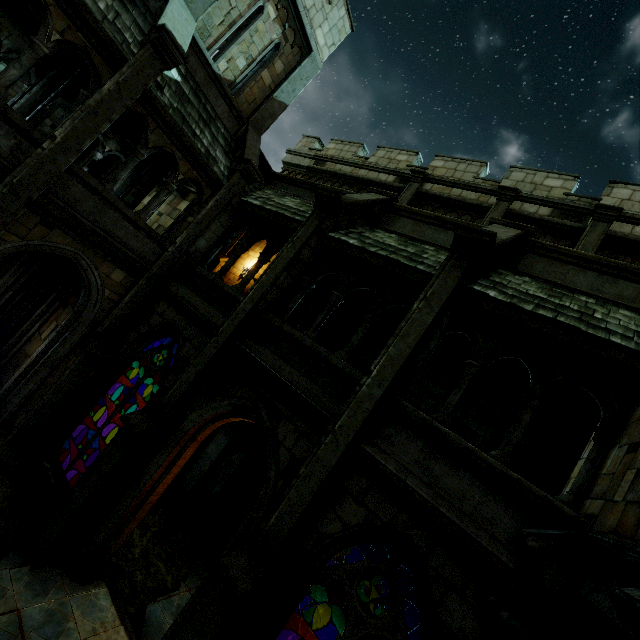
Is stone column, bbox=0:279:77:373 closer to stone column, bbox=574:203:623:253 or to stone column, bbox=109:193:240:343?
stone column, bbox=109:193:240:343

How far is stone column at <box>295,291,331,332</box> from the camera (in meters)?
11.45

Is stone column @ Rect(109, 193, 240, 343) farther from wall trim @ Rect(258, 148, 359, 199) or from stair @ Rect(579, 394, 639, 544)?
stair @ Rect(579, 394, 639, 544)

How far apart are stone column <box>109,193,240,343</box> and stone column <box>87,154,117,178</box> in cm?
928

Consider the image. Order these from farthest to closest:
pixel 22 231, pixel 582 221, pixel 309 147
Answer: pixel 309 147
pixel 582 221
pixel 22 231

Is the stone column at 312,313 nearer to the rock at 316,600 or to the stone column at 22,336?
the rock at 316,600

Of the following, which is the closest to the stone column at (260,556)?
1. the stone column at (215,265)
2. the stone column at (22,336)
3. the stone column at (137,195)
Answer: the stone column at (22,336)

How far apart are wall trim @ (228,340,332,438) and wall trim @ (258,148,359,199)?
5.04m
